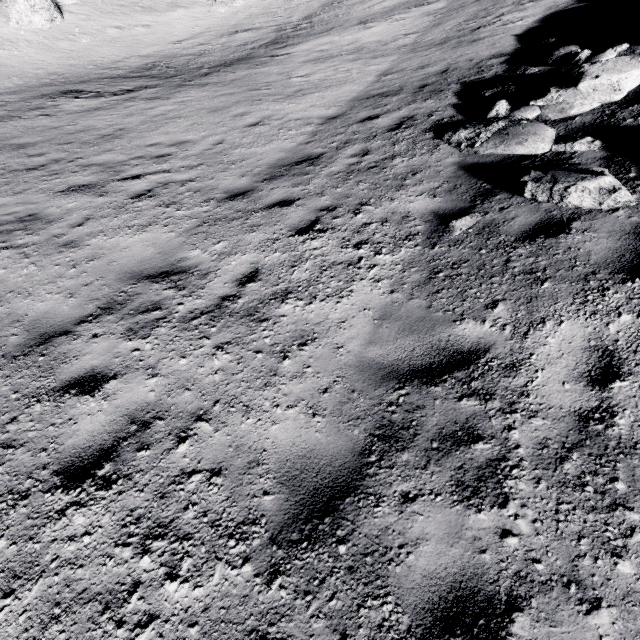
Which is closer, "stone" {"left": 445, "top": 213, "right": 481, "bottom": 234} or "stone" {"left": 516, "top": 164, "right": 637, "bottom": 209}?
"stone" {"left": 516, "top": 164, "right": 637, "bottom": 209}

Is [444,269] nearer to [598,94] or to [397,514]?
[397,514]

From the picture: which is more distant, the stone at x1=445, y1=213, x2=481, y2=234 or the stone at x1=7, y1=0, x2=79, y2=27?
the stone at x1=7, y1=0, x2=79, y2=27

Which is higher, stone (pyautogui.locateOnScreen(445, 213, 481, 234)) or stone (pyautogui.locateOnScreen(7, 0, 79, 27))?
stone (pyautogui.locateOnScreen(7, 0, 79, 27))

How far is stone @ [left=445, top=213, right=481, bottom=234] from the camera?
4.6 meters

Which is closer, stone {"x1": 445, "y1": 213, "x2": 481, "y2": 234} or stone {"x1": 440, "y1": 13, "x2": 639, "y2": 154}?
stone {"x1": 445, "y1": 213, "x2": 481, "y2": 234}

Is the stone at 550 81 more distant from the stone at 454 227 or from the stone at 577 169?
the stone at 454 227

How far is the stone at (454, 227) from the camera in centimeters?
458cm
